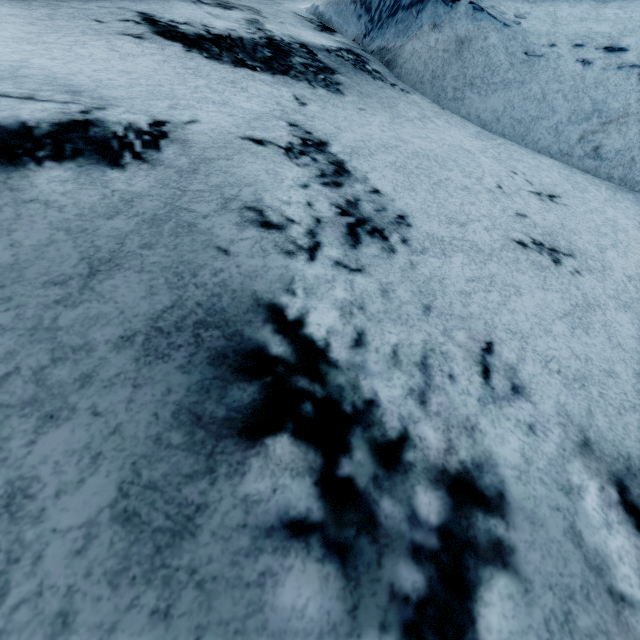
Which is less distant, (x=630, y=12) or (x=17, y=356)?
(x=17, y=356)
